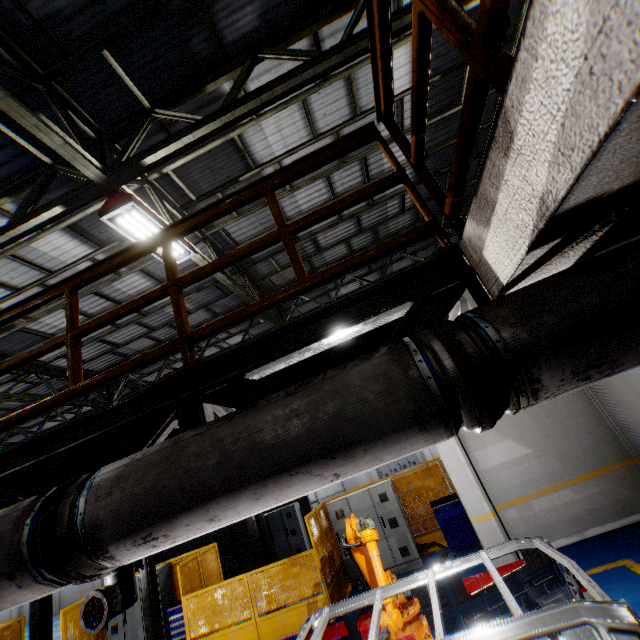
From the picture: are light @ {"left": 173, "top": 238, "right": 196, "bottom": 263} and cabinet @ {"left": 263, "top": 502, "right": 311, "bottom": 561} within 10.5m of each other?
no

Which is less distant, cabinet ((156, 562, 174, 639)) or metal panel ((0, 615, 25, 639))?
cabinet ((156, 562, 174, 639))

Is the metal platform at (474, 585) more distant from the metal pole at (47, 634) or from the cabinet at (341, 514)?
the metal pole at (47, 634)

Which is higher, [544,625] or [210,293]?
[210,293]

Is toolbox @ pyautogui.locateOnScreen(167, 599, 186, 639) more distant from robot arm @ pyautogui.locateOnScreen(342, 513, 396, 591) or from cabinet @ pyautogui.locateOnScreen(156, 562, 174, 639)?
robot arm @ pyautogui.locateOnScreen(342, 513, 396, 591)

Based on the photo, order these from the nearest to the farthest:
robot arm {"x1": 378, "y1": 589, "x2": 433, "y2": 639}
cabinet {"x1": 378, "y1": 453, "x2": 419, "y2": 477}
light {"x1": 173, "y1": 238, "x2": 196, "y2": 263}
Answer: robot arm {"x1": 378, "y1": 589, "x2": 433, "y2": 639}, light {"x1": 173, "y1": 238, "x2": 196, "y2": 263}, cabinet {"x1": 378, "y1": 453, "x2": 419, "y2": 477}

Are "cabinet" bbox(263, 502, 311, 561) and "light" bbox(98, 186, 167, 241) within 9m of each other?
no

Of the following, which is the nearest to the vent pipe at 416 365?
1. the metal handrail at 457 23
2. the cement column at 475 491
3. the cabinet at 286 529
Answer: the metal handrail at 457 23
